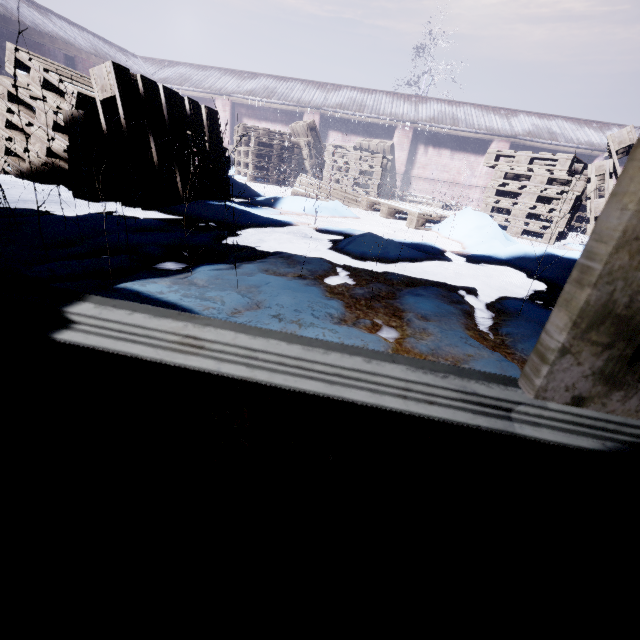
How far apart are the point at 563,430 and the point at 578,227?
8.9 meters

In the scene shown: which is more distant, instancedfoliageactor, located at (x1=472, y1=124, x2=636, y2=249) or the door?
instancedfoliageactor, located at (x1=472, y1=124, x2=636, y2=249)

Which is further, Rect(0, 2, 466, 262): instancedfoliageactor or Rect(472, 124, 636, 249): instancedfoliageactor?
Rect(472, 124, 636, 249): instancedfoliageactor

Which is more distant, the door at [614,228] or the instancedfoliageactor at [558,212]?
the instancedfoliageactor at [558,212]

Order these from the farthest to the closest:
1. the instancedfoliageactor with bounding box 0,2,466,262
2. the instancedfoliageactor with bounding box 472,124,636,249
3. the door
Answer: Result:
1. the instancedfoliageactor with bounding box 472,124,636,249
2. the instancedfoliageactor with bounding box 0,2,466,262
3. the door

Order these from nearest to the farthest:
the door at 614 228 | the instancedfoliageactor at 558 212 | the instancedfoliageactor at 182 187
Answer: the door at 614 228 → the instancedfoliageactor at 182 187 → the instancedfoliageactor at 558 212
